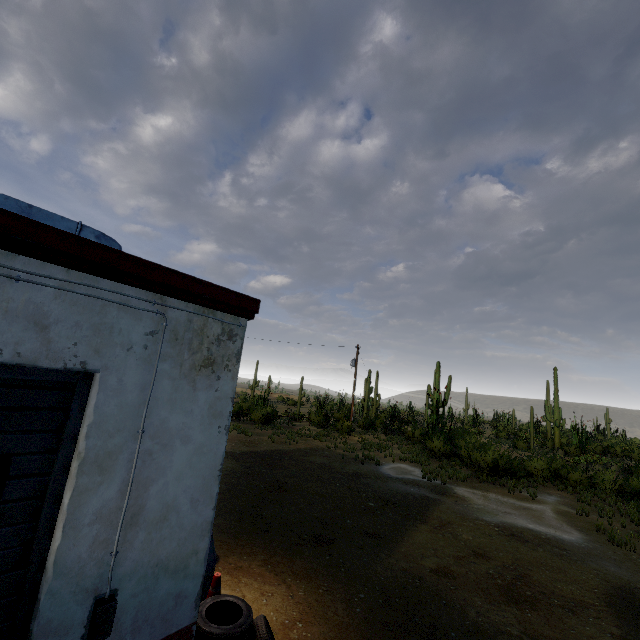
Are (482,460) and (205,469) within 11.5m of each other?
no

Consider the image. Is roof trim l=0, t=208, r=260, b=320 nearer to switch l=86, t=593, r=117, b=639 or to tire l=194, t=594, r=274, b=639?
switch l=86, t=593, r=117, b=639

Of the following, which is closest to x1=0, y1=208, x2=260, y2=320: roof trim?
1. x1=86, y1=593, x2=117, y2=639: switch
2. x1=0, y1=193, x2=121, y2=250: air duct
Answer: x1=0, y1=193, x2=121, y2=250: air duct

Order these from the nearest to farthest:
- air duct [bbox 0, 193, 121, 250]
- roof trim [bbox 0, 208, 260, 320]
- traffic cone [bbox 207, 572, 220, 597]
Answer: roof trim [bbox 0, 208, 260, 320], air duct [bbox 0, 193, 121, 250], traffic cone [bbox 207, 572, 220, 597]

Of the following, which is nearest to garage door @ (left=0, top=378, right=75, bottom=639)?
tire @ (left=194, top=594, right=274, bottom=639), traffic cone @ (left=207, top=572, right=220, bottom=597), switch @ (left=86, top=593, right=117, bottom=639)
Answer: switch @ (left=86, top=593, right=117, bottom=639)

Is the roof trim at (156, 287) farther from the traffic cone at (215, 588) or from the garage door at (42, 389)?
the traffic cone at (215, 588)

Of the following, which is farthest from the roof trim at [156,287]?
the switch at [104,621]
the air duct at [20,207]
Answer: the switch at [104,621]

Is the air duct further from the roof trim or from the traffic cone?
the traffic cone
